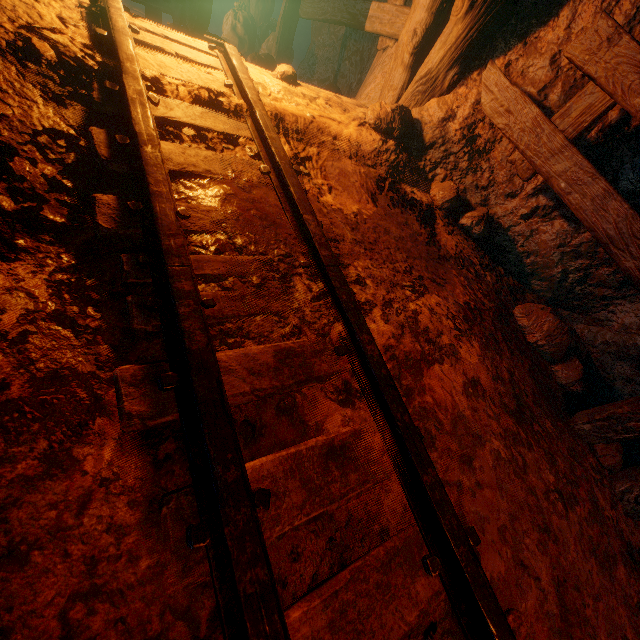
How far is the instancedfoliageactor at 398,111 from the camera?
2.8 meters

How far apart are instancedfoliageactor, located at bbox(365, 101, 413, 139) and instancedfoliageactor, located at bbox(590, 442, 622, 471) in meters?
2.8 m

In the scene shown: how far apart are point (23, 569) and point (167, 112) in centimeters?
198cm

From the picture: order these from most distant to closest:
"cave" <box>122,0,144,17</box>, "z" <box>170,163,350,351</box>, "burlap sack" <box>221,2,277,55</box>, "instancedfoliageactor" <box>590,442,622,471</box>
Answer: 1. "cave" <box>122,0,144,17</box>
2. "burlap sack" <box>221,2,277,55</box>
3. "instancedfoliageactor" <box>590,442,622,471</box>
4. "z" <box>170,163,350,351</box>

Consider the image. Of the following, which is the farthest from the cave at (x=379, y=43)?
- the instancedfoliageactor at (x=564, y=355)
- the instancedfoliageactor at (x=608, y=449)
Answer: the instancedfoliageactor at (x=608, y=449)

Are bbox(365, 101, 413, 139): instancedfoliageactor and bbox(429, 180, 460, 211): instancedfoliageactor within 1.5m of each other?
yes

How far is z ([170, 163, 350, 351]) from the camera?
1.3m

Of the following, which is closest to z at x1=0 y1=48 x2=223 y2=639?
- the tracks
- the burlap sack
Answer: the tracks
